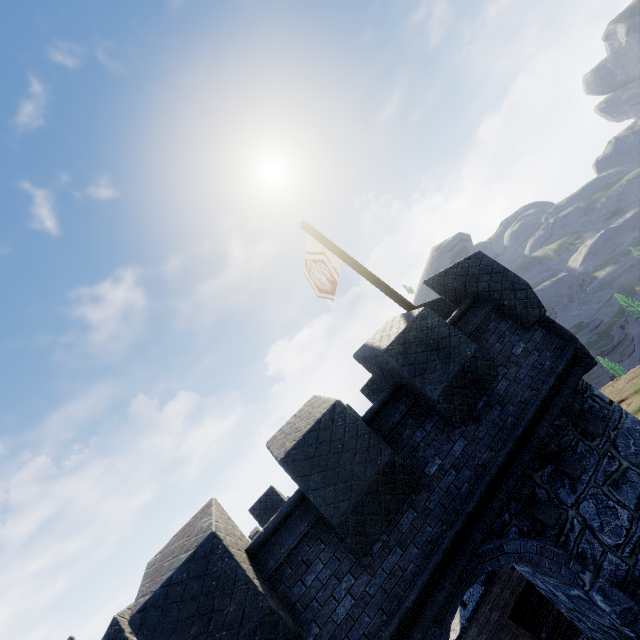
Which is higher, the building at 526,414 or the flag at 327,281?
the flag at 327,281

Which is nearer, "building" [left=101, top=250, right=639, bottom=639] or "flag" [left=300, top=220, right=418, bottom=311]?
"building" [left=101, top=250, right=639, bottom=639]

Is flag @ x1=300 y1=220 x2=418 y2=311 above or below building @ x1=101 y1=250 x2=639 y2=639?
above

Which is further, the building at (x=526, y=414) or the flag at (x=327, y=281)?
the flag at (x=327, y=281)

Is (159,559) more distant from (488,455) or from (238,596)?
(488,455)

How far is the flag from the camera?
8.26m
